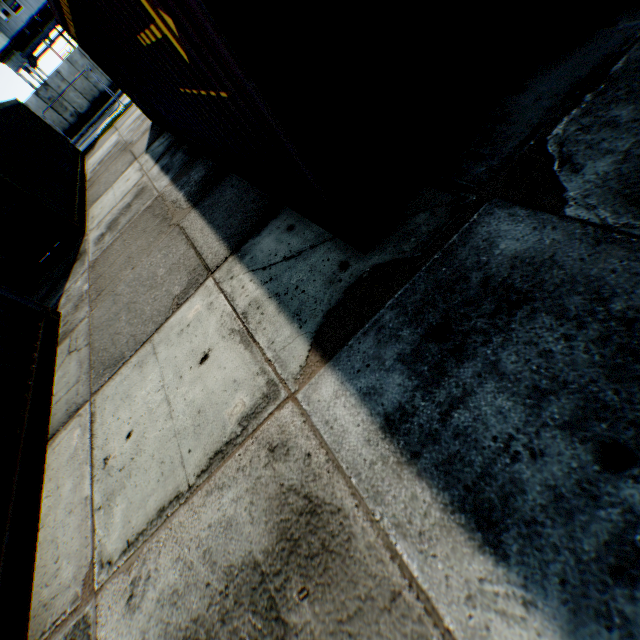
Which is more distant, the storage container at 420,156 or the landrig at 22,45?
the landrig at 22,45

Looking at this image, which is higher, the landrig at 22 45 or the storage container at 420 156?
the landrig at 22 45

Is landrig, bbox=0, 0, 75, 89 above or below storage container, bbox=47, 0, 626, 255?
above

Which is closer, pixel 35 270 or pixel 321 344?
pixel 321 344

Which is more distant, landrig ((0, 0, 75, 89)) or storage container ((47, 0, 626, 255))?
landrig ((0, 0, 75, 89))
